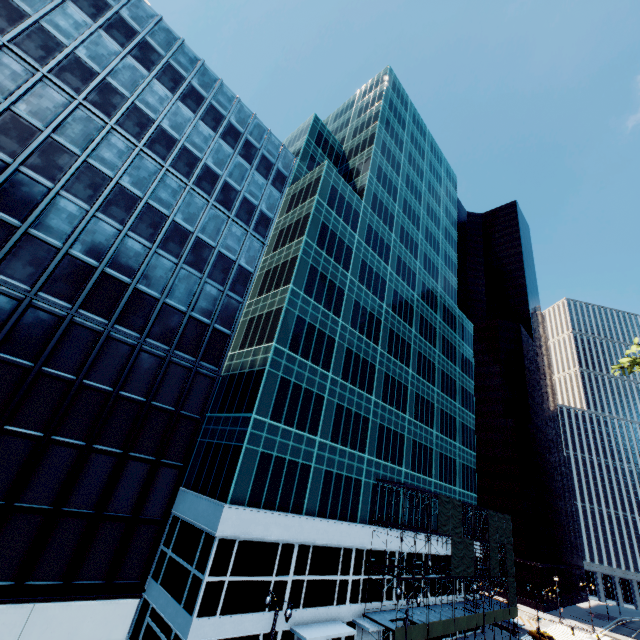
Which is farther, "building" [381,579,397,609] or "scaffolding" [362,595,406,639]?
"building" [381,579,397,609]

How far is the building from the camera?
33.7 meters

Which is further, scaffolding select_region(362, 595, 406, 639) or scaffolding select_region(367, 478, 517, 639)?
scaffolding select_region(367, 478, 517, 639)

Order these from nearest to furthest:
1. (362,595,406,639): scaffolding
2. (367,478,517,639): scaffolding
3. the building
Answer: (362,595,406,639): scaffolding → (367,478,517,639): scaffolding → the building

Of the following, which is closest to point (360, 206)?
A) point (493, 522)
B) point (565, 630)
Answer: point (493, 522)

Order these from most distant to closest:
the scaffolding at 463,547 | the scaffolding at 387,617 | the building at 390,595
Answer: the building at 390,595
the scaffolding at 463,547
the scaffolding at 387,617

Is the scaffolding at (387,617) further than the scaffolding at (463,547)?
No
